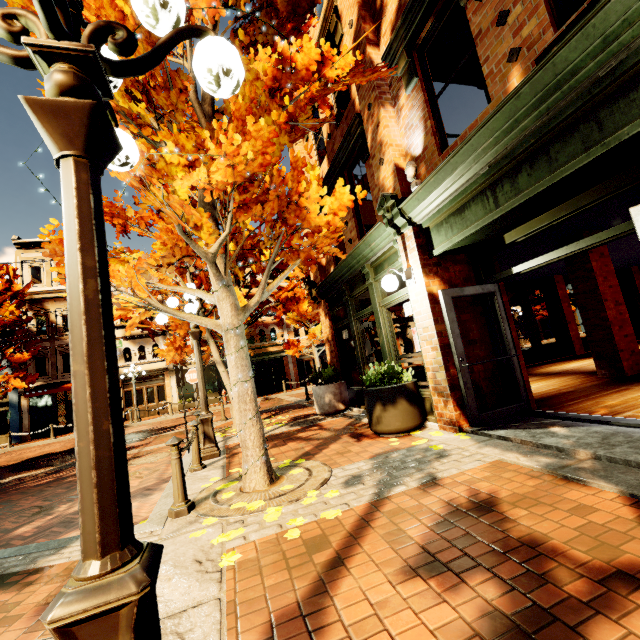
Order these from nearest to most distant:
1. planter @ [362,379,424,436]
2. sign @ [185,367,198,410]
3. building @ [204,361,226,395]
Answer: planter @ [362,379,424,436] < sign @ [185,367,198,410] < building @ [204,361,226,395]

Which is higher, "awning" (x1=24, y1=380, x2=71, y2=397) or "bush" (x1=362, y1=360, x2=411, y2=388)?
"awning" (x1=24, y1=380, x2=71, y2=397)

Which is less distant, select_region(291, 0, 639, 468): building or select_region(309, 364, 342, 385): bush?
select_region(291, 0, 639, 468): building

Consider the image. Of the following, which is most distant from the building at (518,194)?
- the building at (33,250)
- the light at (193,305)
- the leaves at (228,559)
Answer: the building at (33,250)

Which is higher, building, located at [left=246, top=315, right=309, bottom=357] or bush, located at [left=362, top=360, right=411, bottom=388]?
building, located at [left=246, top=315, right=309, bottom=357]

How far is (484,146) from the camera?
3.89m

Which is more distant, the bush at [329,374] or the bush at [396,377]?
the bush at [329,374]

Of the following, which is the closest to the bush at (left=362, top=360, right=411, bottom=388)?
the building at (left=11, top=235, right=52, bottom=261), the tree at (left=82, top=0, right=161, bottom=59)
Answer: the tree at (left=82, top=0, right=161, bottom=59)
